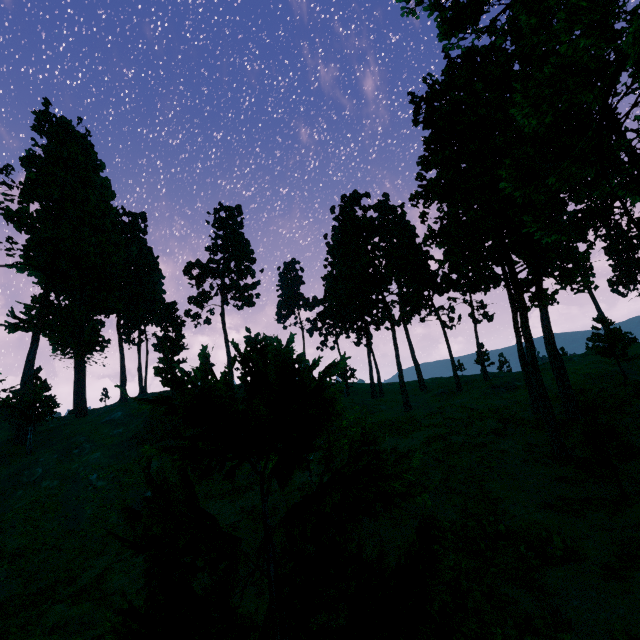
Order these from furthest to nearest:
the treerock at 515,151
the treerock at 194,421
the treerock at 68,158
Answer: the treerock at 68,158
the treerock at 515,151
the treerock at 194,421

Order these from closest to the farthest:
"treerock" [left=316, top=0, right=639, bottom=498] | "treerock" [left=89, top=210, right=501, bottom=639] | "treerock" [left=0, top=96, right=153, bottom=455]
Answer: "treerock" [left=89, top=210, right=501, bottom=639]
"treerock" [left=316, top=0, right=639, bottom=498]
"treerock" [left=0, top=96, right=153, bottom=455]

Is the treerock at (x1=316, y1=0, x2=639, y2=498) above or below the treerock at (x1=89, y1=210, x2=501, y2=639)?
above

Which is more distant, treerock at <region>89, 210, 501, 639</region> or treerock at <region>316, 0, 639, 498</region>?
treerock at <region>316, 0, 639, 498</region>

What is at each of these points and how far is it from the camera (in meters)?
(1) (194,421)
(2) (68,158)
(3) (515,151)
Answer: (1) treerock, 2.40
(2) treerock, 47.47
(3) treerock, 16.69

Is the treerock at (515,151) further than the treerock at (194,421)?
Yes
